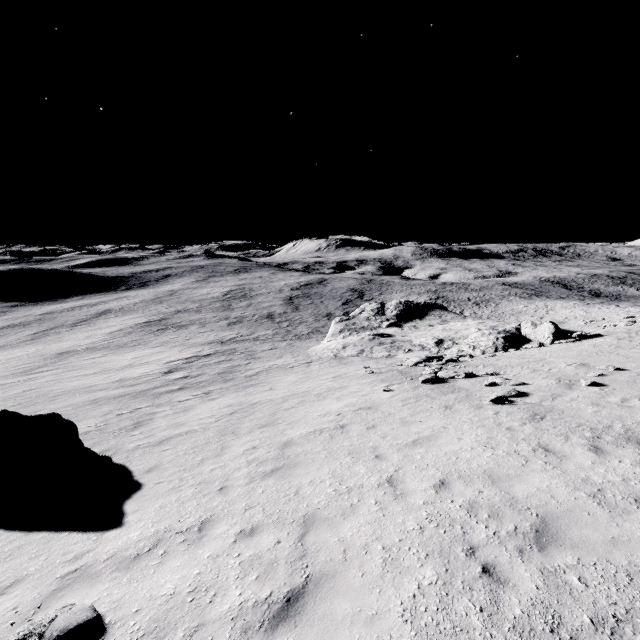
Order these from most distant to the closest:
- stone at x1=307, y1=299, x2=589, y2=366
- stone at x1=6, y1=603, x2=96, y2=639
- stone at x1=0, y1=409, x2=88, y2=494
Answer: stone at x1=307, y1=299, x2=589, y2=366 < stone at x1=0, y1=409, x2=88, y2=494 < stone at x1=6, y1=603, x2=96, y2=639

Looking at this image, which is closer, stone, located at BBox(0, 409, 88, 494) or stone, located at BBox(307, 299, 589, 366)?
stone, located at BBox(0, 409, 88, 494)

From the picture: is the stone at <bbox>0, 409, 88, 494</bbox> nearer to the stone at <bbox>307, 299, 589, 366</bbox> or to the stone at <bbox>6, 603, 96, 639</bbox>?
the stone at <bbox>6, 603, 96, 639</bbox>

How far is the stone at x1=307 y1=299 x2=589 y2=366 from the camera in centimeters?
2592cm

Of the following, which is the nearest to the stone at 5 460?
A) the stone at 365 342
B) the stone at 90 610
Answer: the stone at 90 610

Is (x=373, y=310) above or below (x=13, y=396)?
above

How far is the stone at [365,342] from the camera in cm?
2592
